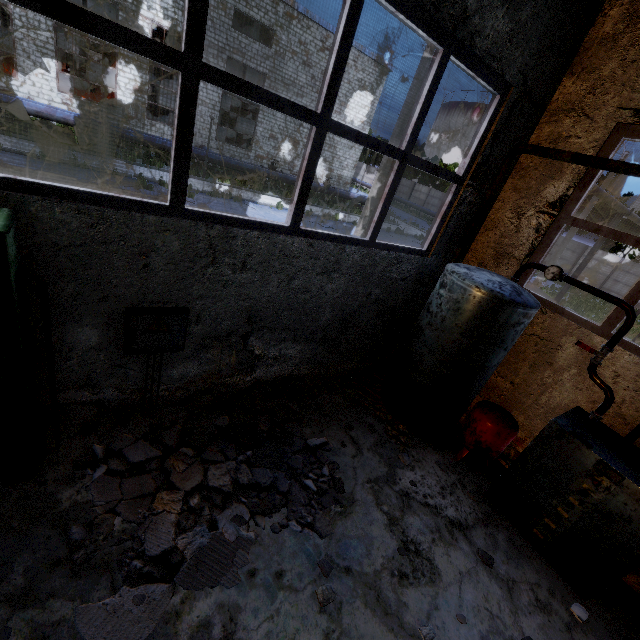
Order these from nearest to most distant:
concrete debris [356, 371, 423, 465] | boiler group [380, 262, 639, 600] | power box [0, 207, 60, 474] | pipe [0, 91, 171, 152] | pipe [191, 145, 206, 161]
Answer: power box [0, 207, 60, 474]
boiler group [380, 262, 639, 600]
concrete debris [356, 371, 423, 465]
pipe [0, 91, 171, 152]
pipe [191, 145, 206, 161]

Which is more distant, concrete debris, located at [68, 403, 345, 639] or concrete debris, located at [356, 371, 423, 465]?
concrete debris, located at [356, 371, 423, 465]

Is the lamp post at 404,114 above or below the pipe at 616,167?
above

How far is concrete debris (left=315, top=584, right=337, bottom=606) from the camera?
3.0m

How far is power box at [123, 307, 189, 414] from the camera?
3.4m

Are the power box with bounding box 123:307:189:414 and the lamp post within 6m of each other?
no

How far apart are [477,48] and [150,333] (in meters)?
4.99

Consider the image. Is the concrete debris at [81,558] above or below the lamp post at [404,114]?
below
